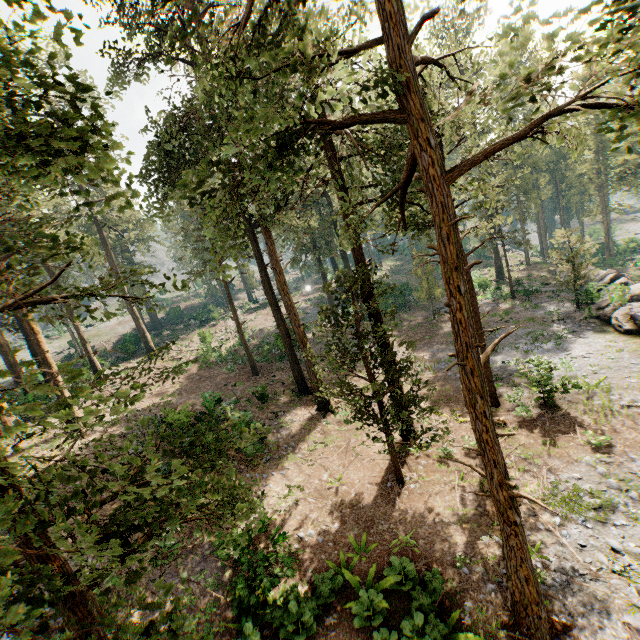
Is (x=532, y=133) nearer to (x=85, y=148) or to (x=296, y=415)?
(x=85, y=148)

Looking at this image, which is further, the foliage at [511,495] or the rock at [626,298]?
the rock at [626,298]

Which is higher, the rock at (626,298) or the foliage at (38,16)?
the foliage at (38,16)

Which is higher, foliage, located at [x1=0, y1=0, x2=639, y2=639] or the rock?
foliage, located at [x1=0, y1=0, x2=639, y2=639]

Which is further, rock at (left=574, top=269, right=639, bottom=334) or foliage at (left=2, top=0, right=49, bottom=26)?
rock at (left=574, top=269, right=639, bottom=334)
